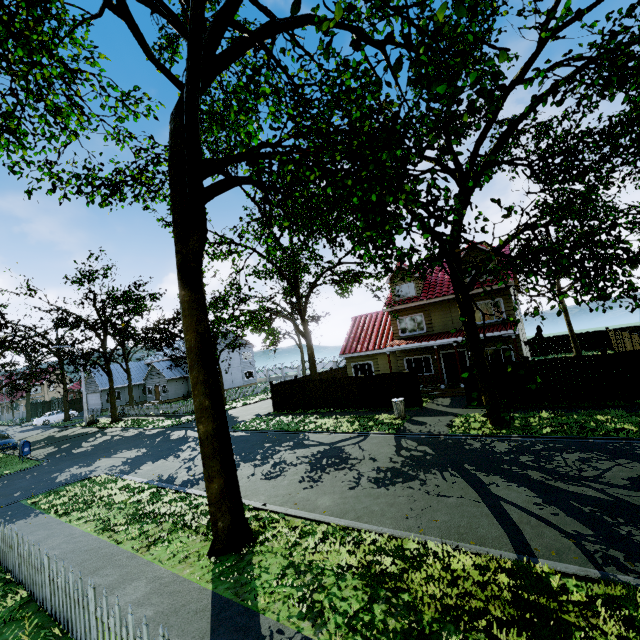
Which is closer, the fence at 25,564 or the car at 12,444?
the fence at 25,564

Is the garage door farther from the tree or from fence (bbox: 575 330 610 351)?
fence (bbox: 575 330 610 351)

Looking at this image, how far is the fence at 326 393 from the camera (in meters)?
21.77

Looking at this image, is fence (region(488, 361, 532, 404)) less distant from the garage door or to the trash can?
the trash can

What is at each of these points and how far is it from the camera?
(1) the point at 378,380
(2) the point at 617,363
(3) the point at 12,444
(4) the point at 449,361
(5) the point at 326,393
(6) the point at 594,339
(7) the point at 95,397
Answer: (1) fence, 19.5 meters
(2) fence, 13.4 meters
(3) car, 24.3 meters
(4) door, 22.0 meters
(5) fence, 21.7 meters
(6) fence, 29.7 meters
(7) garage door, 46.3 meters

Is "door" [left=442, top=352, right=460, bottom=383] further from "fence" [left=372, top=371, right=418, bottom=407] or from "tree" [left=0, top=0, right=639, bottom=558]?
"fence" [left=372, top=371, right=418, bottom=407]

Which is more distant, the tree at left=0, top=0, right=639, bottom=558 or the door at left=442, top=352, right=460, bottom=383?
the door at left=442, top=352, right=460, bottom=383

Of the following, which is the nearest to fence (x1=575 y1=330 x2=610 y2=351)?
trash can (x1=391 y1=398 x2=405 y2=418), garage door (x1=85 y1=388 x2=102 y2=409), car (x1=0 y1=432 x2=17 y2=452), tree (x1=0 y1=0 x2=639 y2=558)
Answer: tree (x1=0 y1=0 x2=639 y2=558)
